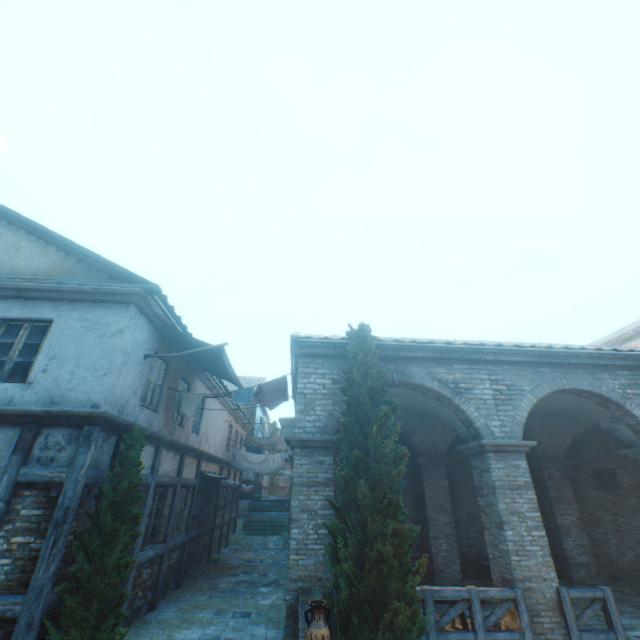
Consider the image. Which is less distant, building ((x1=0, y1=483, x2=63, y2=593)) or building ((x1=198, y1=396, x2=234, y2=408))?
building ((x1=0, y1=483, x2=63, y2=593))

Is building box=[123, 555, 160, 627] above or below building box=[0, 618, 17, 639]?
below

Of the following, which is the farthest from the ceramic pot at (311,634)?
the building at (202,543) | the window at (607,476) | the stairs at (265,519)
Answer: the stairs at (265,519)

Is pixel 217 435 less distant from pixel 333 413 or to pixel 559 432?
pixel 333 413

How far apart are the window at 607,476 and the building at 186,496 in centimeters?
1602cm

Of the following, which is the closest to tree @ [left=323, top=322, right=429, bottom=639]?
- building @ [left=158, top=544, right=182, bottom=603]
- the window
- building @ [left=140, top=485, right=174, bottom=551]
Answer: building @ [left=140, top=485, right=174, bottom=551]

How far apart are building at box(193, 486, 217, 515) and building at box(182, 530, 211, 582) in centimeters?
24cm

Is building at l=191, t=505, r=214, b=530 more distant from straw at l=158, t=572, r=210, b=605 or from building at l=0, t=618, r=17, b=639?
straw at l=158, t=572, r=210, b=605
